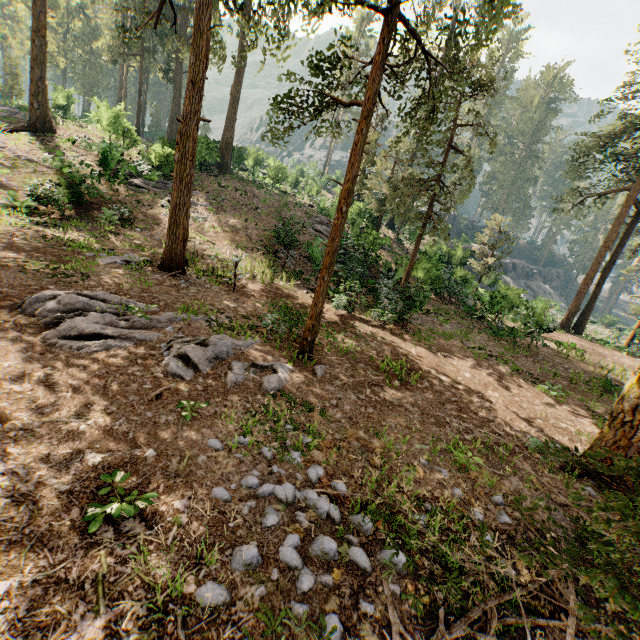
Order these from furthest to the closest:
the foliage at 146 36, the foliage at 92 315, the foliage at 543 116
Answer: the foliage at 543 116 → the foliage at 146 36 → the foliage at 92 315

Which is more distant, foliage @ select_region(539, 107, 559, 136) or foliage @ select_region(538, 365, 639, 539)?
foliage @ select_region(539, 107, 559, 136)

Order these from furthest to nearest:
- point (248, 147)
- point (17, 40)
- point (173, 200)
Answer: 1. point (17, 40)
2. point (248, 147)
3. point (173, 200)

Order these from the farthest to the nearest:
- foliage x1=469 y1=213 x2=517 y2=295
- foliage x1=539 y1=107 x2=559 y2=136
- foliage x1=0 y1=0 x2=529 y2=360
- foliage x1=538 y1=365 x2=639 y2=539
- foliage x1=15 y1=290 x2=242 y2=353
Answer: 1. foliage x1=539 y1=107 x2=559 y2=136
2. foliage x1=469 y1=213 x2=517 y2=295
3. foliage x1=0 y1=0 x2=529 y2=360
4. foliage x1=15 y1=290 x2=242 y2=353
5. foliage x1=538 y1=365 x2=639 y2=539

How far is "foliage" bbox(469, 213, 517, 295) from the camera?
27.61m

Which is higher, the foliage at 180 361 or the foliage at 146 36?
the foliage at 146 36

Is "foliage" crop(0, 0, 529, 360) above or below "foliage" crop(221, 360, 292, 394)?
above
